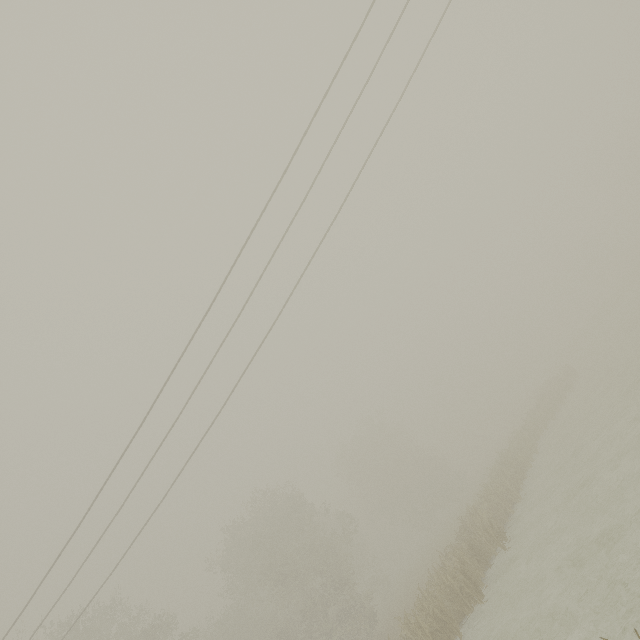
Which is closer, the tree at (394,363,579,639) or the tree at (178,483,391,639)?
the tree at (394,363,579,639)

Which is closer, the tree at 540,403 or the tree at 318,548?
the tree at 540,403

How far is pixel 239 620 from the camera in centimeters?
3183cm

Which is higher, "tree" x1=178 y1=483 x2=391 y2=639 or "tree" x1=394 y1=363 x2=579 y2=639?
"tree" x1=178 y1=483 x2=391 y2=639

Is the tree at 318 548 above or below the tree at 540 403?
above
